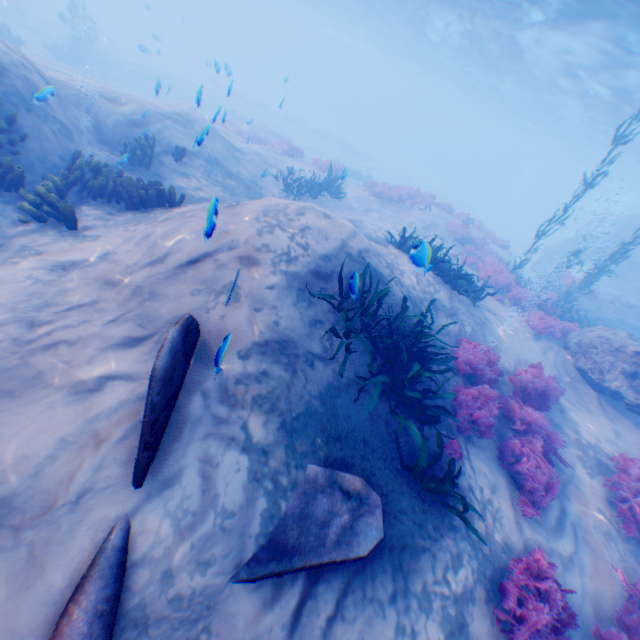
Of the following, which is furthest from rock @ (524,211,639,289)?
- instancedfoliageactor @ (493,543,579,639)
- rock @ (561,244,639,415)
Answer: instancedfoliageactor @ (493,543,579,639)

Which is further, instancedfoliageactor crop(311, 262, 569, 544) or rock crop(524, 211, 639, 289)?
rock crop(524, 211, 639, 289)

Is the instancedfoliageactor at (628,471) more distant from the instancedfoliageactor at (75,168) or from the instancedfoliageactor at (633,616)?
the instancedfoliageactor at (75,168)

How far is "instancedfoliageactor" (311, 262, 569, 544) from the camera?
4.6m

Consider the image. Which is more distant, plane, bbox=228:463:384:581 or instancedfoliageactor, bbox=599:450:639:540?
instancedfoliageactor, bbox=599:450:639:540

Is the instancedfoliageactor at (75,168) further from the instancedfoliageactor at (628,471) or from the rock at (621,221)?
the rock at (621,221)

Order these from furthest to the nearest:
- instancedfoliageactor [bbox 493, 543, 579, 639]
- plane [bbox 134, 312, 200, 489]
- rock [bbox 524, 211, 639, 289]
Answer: rock [bbox 524, 211, 639, 289] < instancedfoliageactor [bbox 493, 543, 579, 639] < plane [bbox 134, 312, 200, 489]

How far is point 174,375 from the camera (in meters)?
3.40
